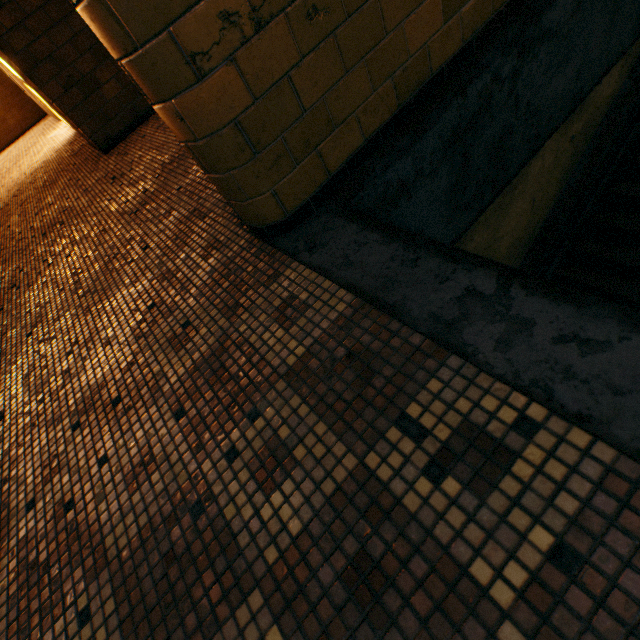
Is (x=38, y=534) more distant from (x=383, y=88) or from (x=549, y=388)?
(x=383, y=88)
